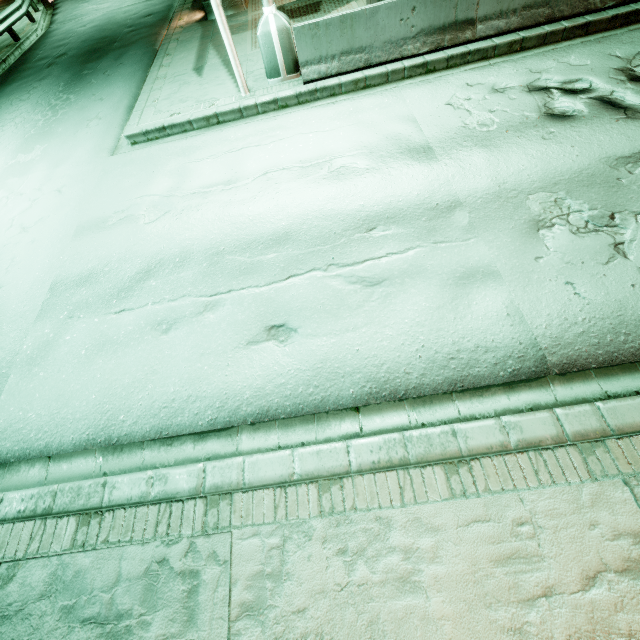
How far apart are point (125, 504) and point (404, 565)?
2.79m
